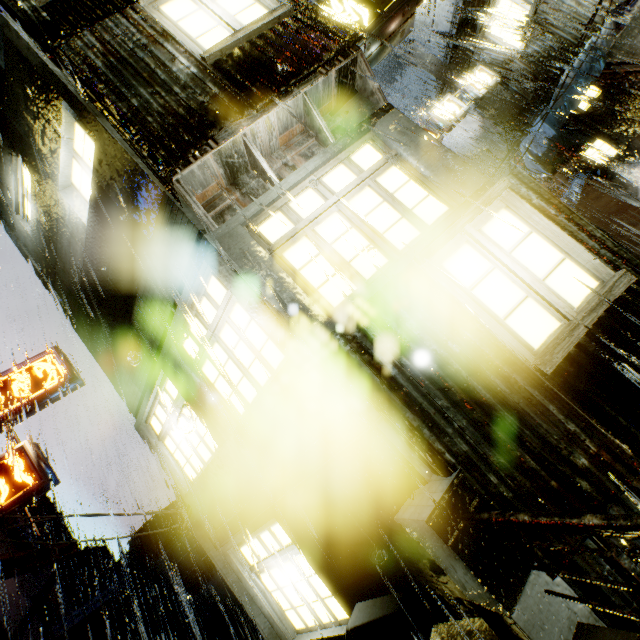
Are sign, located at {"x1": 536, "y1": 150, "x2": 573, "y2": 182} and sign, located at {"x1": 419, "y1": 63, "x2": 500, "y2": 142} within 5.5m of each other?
yes

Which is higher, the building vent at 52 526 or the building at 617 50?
the building vent at 52 526

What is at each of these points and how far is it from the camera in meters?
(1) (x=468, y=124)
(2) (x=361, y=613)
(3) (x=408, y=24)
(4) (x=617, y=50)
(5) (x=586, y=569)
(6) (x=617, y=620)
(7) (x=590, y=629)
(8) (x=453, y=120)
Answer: (1) building vent, 23.0
(2) structural stair, 4.5
(3) sign, 5.6
(4) building, 11.7
(5) building, 3.0
(6) building, 2.9
(7) structural stair, 2.7
(8) sign, 15.7

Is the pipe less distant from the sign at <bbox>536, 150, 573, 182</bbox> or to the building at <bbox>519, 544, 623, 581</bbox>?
the building at <bbox>519, 544, 623, 581</bbox>

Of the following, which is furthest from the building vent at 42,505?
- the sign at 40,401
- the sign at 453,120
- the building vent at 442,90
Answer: the building vent at 442,90

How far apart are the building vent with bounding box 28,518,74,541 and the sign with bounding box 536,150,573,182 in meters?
50.2 m

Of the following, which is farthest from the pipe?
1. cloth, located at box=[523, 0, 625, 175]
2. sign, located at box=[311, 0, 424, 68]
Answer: cloth, located at box=[523, 0, 625, 175]

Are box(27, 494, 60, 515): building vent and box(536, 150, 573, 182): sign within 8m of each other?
no
